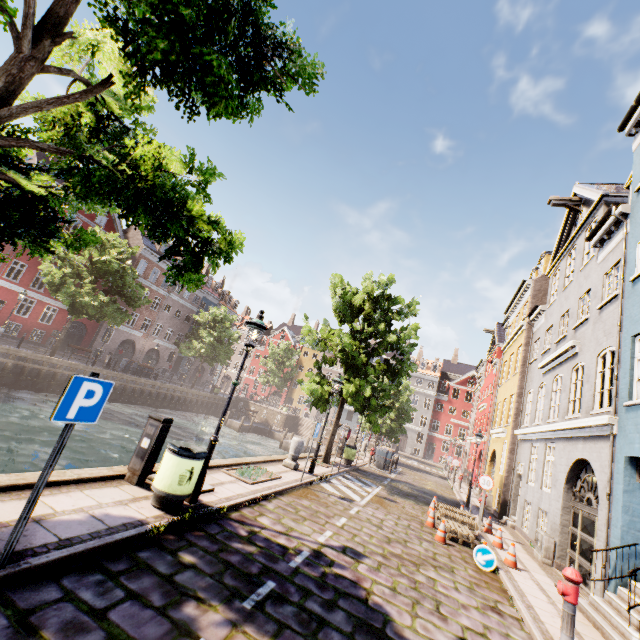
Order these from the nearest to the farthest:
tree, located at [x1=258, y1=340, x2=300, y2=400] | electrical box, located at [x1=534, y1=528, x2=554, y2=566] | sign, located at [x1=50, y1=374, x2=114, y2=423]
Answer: sign, located at [x1=50, y1=374, x2=114, y2=423], electrical box, located at [x1=534, y1=528, x2=554, y2=566], tree, located at [x1=258, y1=340, x2=300, y2=400]

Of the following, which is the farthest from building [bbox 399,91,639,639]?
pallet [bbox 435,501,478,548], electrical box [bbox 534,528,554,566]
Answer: pallet [bbox 435,501,478,548]

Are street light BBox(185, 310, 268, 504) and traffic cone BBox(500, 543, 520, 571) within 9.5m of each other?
yes

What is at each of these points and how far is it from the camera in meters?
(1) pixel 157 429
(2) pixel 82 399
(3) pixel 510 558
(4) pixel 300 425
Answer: (1) electrical box, 6.3
(2) sign, 3.5
(3) traffic cone, 8.6
(4) stairs, 43.4

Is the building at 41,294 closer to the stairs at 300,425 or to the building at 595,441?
the stairs at 300,425

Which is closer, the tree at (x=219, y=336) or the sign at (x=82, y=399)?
the sign at (x=82, y=399)

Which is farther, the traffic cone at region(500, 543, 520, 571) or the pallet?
the pallet

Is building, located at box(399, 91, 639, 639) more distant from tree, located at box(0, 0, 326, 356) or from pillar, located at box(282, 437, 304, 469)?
pillar, located at box(282, 437, 304, 469)
